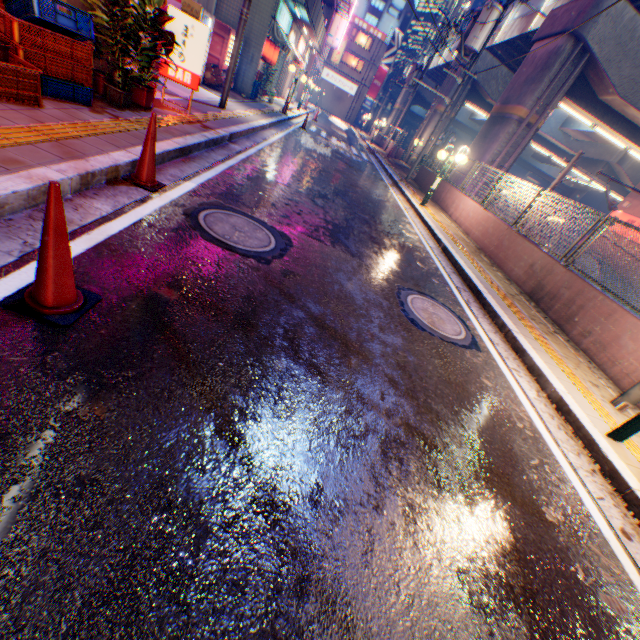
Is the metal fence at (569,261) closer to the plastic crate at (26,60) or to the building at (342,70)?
the plastic crate at (26,60)

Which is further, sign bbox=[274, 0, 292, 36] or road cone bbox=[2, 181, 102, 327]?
sign bbox=[274, 0, 292, 36]

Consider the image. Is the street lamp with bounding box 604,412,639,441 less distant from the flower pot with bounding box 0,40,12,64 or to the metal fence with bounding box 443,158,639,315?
the metal fence with bounding box 443,158,639,315

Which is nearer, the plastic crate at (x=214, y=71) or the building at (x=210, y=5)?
the building at (x=210, y=5)

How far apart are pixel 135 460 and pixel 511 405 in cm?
398

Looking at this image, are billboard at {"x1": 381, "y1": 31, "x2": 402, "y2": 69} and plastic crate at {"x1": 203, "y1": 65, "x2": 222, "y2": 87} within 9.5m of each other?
no

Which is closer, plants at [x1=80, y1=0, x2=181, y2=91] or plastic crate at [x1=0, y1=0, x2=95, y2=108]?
plastic crate at [x1=0, y1=0, x2=95, y2=108]

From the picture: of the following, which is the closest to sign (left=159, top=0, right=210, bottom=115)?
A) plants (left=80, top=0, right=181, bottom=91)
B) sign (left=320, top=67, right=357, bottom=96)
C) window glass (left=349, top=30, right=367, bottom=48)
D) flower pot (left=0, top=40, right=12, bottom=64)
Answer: plants (left=80, top=0, right=181, bottom=91)
